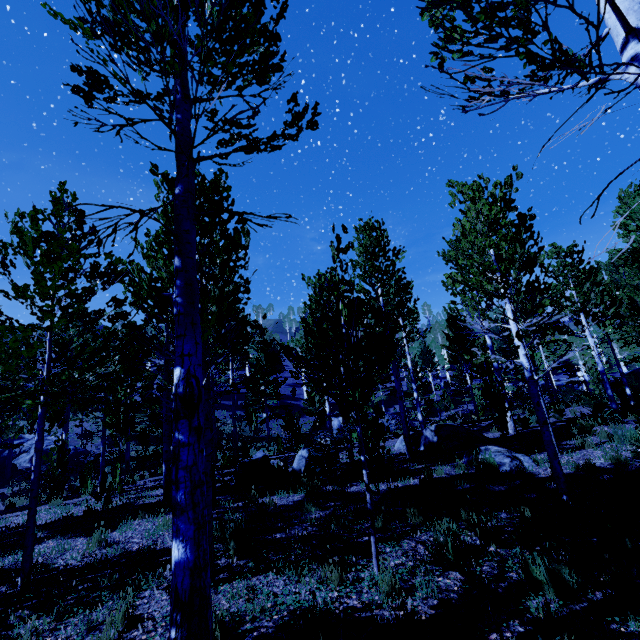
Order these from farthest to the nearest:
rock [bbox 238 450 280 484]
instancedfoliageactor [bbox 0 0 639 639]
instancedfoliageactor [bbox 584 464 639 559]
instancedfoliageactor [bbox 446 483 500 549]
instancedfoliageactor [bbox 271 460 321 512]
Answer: rock [bbox 238 450 280 484], instancedfoliageactor [bbox 271 460 321 512], instancedfoliageactor [bbox 446 483 500 549], instancedfoliageactor [bbox 584 464 639 559], instancedfoliageactor [bbox 0 0 639 639]

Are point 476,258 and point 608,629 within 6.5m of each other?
yes

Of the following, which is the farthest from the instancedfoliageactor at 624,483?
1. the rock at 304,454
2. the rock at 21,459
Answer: the rock at 304,454

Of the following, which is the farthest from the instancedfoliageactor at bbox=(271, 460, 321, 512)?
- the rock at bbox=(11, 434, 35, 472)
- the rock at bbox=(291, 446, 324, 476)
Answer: the rock at bbox=(291, 446, 324, 476)

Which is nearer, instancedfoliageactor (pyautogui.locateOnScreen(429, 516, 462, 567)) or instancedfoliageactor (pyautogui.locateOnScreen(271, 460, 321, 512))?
instancedfoliageactor (pyautogui.locateOnScreen(429, 516, 462, 567))

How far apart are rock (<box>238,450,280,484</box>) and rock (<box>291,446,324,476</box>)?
0.5m
